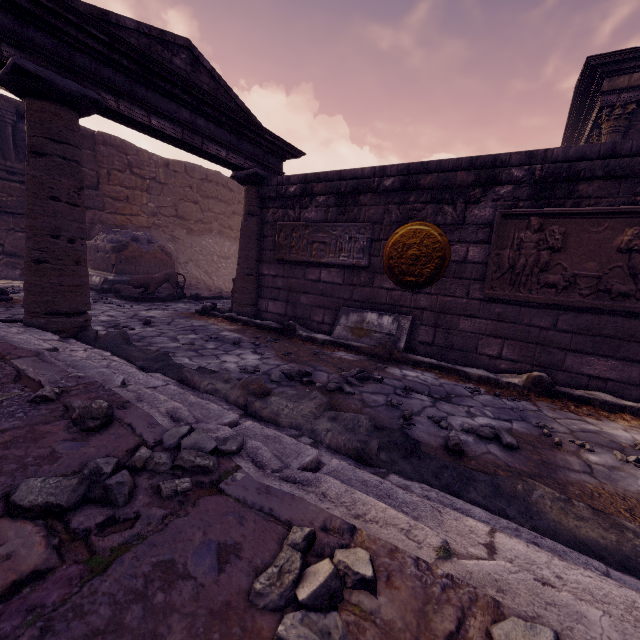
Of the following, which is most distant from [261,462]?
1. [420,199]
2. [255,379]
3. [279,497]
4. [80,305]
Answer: [420,199]

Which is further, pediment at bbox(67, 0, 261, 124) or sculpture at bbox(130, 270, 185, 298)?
sculpture at bbox(130, 270, 185, 298)

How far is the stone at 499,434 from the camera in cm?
238

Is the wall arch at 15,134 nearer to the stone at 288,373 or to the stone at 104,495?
the stone at 288,373

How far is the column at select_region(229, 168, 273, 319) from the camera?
6.0 meters

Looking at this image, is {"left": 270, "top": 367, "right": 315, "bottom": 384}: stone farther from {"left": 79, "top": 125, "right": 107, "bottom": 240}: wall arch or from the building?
{"left": 79, "top": 125, "right": 107, "bottom": 240}: wall arch

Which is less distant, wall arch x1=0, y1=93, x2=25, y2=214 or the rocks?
the rocks

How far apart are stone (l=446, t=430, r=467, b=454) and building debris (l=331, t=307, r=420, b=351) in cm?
217
